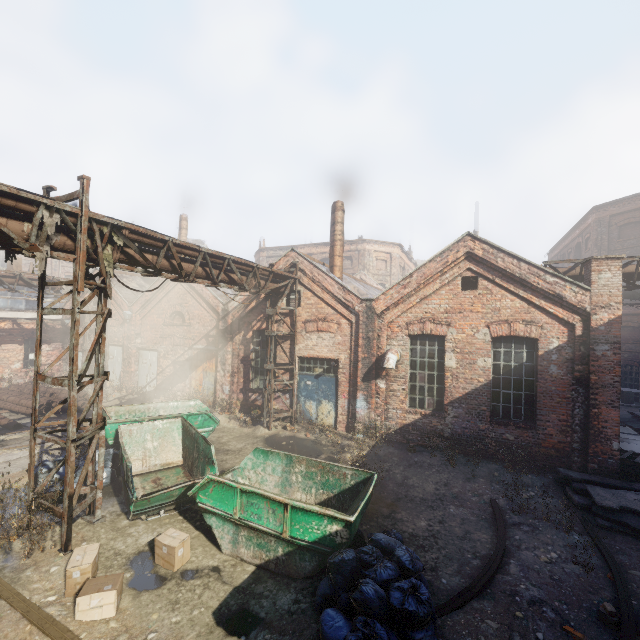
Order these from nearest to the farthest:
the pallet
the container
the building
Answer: the container < the pallet < the building

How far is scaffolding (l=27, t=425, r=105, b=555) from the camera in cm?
591

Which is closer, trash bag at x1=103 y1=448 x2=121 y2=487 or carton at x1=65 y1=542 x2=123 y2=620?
carton at x1=65 y1=542 x2=123 y2=620

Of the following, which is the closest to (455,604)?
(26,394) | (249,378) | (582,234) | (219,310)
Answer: (249,378)

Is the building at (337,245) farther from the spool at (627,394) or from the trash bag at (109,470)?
the spool at (627,394)

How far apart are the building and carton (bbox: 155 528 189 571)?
11.5 meters

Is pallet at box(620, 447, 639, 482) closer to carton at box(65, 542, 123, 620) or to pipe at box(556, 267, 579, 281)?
pipe at box(556, 267, 579, 281)

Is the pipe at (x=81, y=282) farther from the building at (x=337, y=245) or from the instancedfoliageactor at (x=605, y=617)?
the instancedfoliageactor at (x=605, y=617)
